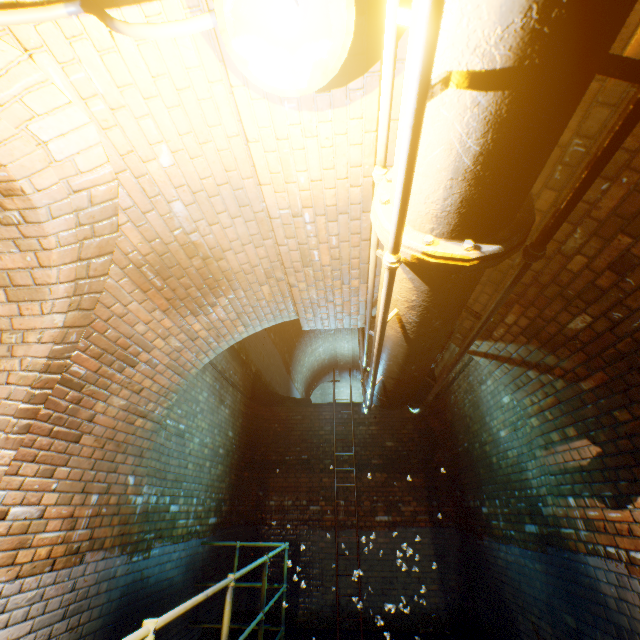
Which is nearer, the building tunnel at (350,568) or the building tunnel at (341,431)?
the building tunnel at (350,568)

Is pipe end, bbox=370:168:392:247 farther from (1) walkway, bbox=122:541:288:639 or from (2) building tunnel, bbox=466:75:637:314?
(1) walkway, bbox=122:541:288:639

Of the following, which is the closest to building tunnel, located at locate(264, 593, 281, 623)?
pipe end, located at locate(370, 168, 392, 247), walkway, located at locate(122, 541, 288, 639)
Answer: walkway, located at locate(122, 541, 288, 639)

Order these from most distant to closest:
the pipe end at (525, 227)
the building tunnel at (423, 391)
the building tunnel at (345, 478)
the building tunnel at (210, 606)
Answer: the building tunnel at (423, 391), the building tunnel at (345, 478), the building tunnel at (210, 606), the pipe end at (525, 227)

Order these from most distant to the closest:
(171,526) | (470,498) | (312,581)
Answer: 1. (312,581)
2. (470,498)
3. (171,526)

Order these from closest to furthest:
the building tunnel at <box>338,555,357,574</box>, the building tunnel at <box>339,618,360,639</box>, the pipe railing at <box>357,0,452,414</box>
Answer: the pipe railing at <box>357,0,452,414</box>
the building tunnel at <box>339,618,360,639</box>
the building tunnel at <box>338,555,357,574</box>

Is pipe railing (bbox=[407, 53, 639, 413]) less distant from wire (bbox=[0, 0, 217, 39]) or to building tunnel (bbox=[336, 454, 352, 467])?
building tunnel (bbox=[336, 454, 352, 467])
